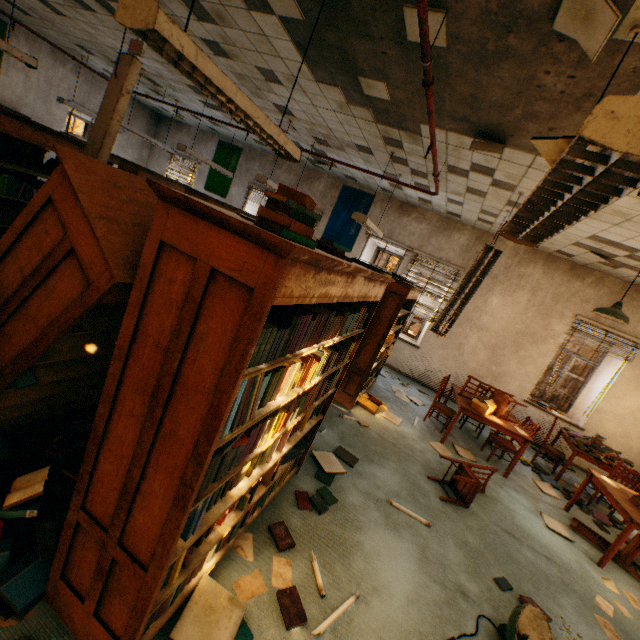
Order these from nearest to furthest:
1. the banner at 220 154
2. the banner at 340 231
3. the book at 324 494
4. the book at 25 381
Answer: the book at 25 381 < the book at 324 494 < the banner at 340 231 < the banner at 220 154

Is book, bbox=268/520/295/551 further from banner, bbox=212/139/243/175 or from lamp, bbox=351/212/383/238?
banner, bbox=212/139/243/175

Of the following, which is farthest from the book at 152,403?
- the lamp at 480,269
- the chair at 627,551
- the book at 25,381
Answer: the chair at 627,551

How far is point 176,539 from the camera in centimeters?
A: 132cm

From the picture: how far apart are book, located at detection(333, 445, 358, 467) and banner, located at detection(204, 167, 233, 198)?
8.7 meters

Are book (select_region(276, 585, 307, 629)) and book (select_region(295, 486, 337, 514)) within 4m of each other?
yes

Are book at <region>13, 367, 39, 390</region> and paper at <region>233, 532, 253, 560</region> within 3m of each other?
yes

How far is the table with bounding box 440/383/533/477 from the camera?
5.1m
